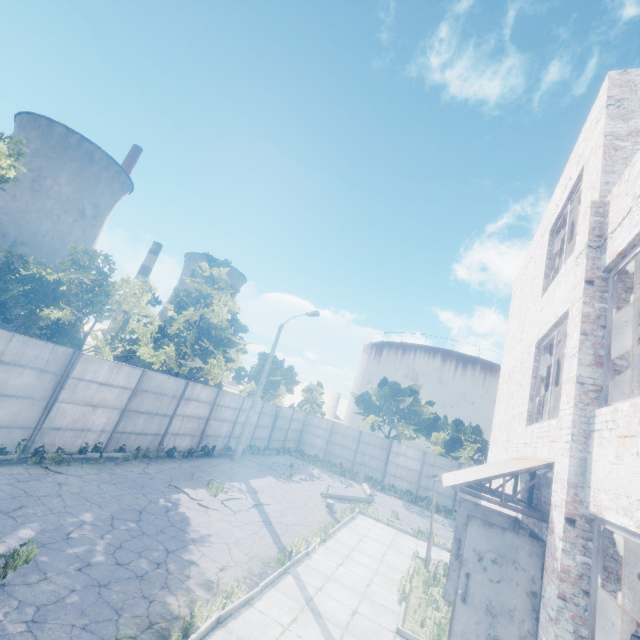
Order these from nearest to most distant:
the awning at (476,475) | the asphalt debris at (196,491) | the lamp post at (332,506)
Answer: the awning at (476,475) → the asphalt debris at (196,491) → the lamp post at (332,506)

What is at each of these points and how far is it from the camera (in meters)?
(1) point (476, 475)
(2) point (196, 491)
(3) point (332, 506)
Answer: (1) awning, 6.01
(2) asphalt debris, 12.38
(3) lamp post, 14.78

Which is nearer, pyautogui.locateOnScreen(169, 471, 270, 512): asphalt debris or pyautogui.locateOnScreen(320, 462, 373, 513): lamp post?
pyautogui.locateOnScreen(169, 471, 270, 512): asphalt debris

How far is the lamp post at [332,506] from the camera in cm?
1484

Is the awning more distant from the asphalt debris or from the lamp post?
the lamp post

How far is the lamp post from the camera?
14.84m
